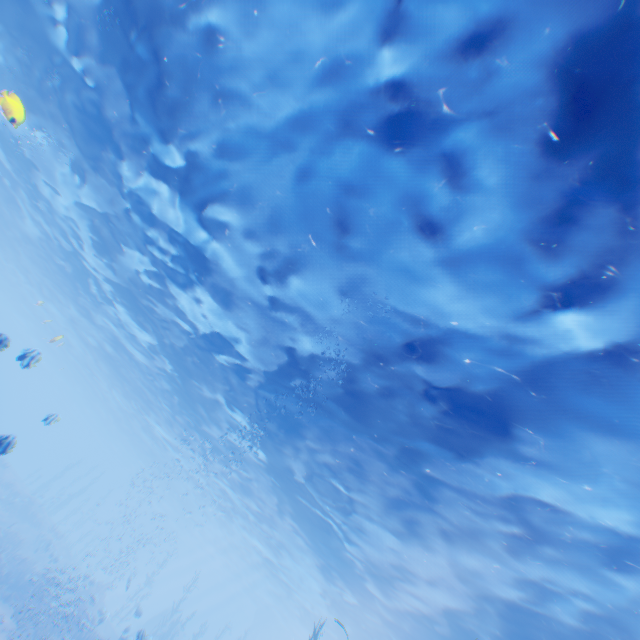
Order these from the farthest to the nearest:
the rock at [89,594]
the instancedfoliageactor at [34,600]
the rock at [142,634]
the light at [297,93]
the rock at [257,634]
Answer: the rock at [257,634] < the rock at [89,594] < the instancedfoliageactor at [34,600] < the rock at [142,634] < the light at [297,93]

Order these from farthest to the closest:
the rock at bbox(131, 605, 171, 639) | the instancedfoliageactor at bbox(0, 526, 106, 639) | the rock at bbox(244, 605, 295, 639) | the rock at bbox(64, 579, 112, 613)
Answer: the rock at bbox(244, 605, 295, 639)
the rock at bbox(64, 579, 112, 613)
the instancedfoliageactor at bbox(0, 526, 106, 639)
the rock at bbox(131, 605, 171, 639)

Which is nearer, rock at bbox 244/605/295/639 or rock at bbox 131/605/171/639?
rock at bbox 131/605/171/639

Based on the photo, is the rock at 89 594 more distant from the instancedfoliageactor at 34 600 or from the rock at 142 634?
the rock at 142 634

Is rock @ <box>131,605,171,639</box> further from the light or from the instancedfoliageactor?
the instancedfoliageactor

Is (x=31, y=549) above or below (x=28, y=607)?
below

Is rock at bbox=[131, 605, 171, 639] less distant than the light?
No

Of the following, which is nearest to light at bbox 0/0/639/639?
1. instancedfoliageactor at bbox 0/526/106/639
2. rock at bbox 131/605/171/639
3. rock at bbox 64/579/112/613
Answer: rock at bbox 131/605/171/639
